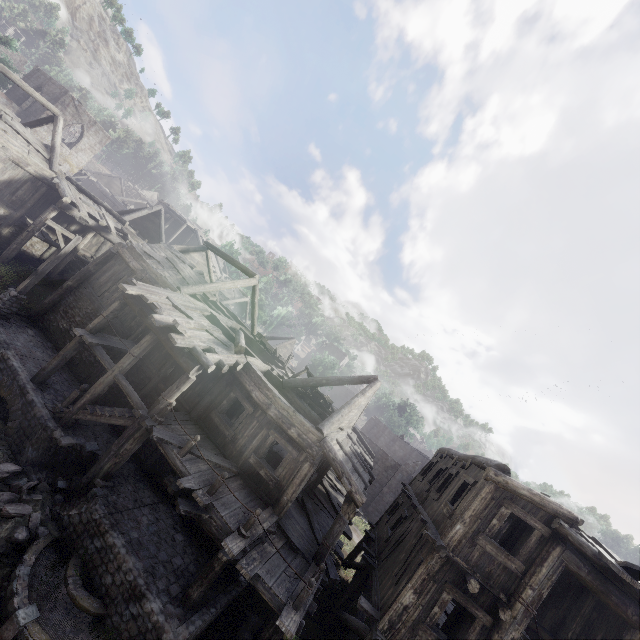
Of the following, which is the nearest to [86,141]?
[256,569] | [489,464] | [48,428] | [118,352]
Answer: [118,352]

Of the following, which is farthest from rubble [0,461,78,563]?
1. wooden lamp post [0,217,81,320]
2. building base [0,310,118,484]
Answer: wooden lamp post [0,217,81,320]

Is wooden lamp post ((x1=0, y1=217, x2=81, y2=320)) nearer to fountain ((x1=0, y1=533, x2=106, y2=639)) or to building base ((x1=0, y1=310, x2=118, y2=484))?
building base ((x1=0, y1=310, x2=118, y2=484))

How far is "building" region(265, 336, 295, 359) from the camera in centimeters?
3922cm

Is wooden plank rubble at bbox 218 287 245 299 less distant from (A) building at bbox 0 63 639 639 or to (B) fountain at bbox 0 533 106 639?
(A) building at bbox 0 63 639 639

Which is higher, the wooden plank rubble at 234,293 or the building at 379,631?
the wooden plank rubble at 234,293

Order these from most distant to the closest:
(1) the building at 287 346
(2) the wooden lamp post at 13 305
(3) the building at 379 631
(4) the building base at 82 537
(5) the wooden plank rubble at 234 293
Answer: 1. (5) the wooden plank rubble at 234 293
2. (1) the building at 287 346
3. (2) the wooden lamp post at 13 305
4. (3) the building at 379 631
5. (4) the building base at 82 537

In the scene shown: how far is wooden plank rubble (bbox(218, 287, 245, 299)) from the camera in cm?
4231
